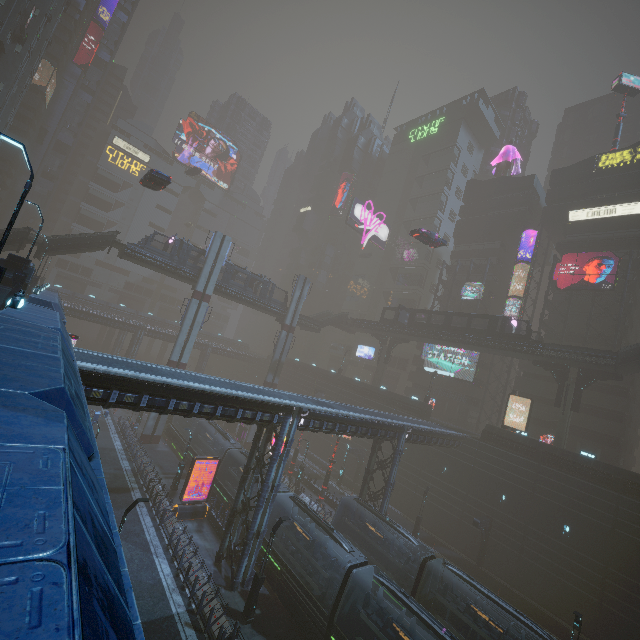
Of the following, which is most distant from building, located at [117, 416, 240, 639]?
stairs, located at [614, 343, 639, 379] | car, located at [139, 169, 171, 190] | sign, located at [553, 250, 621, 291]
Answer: car, located at [139, 169, 171, 190]

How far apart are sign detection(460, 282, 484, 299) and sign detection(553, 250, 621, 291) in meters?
9.0

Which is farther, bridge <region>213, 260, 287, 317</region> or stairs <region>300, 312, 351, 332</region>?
stairs <region>300, 312, 351, 332</region>

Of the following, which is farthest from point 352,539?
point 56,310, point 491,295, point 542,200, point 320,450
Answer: point 542,200

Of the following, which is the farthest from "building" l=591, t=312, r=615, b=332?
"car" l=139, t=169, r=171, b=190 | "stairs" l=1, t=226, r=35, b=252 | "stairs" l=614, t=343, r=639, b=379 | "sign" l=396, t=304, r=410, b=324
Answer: "sign" l=396, t=304, r=410, b=324

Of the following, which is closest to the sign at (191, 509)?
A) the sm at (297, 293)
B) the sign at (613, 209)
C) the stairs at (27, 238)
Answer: the sm at (297, 293)

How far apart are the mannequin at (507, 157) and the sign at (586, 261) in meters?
22.6 m

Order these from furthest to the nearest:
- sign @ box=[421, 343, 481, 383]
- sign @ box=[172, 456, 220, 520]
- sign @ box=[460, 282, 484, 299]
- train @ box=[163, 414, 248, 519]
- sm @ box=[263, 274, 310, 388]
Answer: sign @ box=[460, 282, 484, 299] → sign @ box=[421, 343, 481, 383] → sm @ box=[263, 274, 310, 388] → train @ box=[163, 414, 248, 519] → sign @ box=[172, 456, 220, 520]
